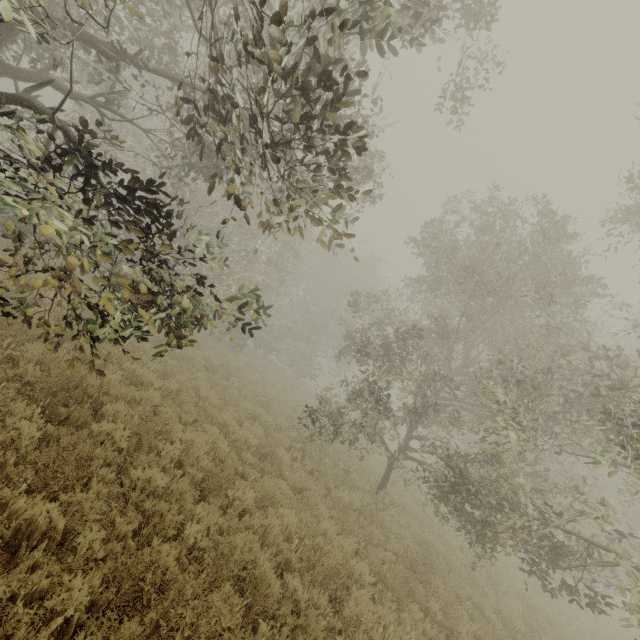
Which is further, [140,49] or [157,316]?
[140,49]
